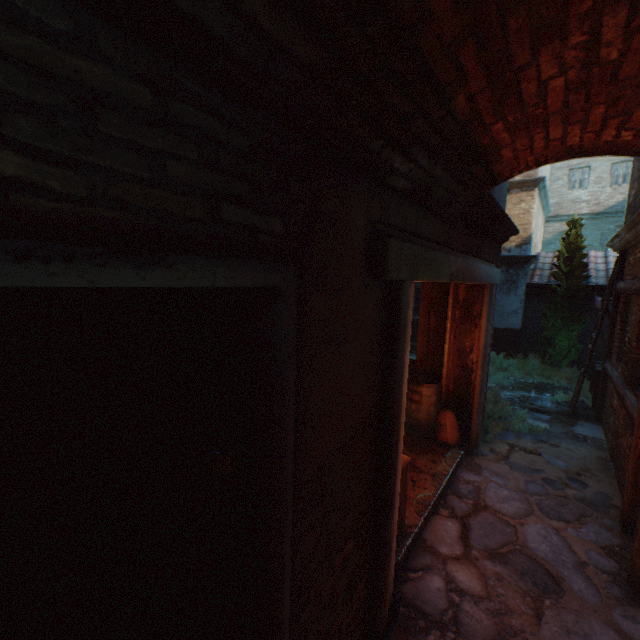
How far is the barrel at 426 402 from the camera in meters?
5.8 m

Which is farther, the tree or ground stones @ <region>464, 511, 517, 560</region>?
the tree

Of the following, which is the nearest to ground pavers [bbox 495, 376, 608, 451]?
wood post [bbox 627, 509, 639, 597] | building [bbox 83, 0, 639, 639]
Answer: building [bbox 83, 0, 639, 639]

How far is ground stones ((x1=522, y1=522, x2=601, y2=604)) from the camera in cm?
311

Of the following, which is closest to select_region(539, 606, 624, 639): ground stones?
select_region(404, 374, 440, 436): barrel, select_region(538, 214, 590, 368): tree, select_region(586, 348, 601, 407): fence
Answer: select_region(404, 374, 440, 436): barrel

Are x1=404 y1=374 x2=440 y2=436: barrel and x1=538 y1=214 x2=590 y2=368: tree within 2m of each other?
no

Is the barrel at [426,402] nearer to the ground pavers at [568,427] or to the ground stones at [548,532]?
the ground stones at [548,532]

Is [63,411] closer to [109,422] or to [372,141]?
[109,422]
